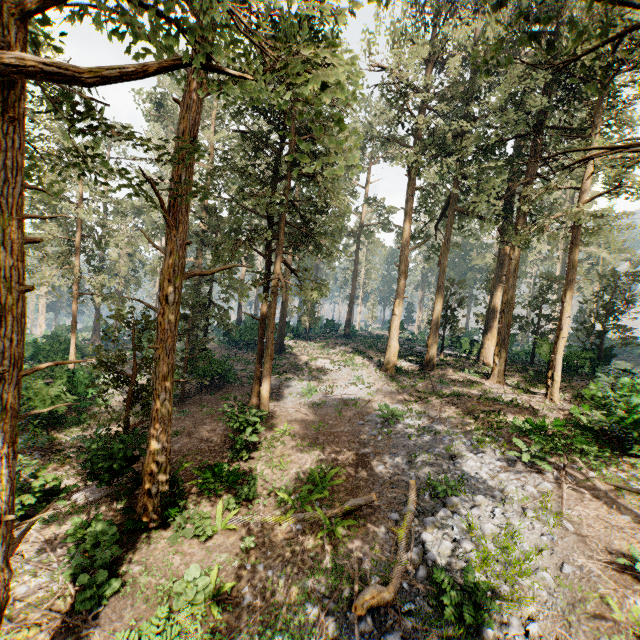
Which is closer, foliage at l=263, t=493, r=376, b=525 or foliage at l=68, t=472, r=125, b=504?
foliage at l=263, t=493, r=376, b=525

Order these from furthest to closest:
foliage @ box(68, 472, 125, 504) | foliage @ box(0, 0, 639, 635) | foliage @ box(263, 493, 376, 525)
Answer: foliage @ box(68, 472, 125, 504), foliage @ box(263, 493, 376, 525), foliage @ box(0, 0, 639, 635)

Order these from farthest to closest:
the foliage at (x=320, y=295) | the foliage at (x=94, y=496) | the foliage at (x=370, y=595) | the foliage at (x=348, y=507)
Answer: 1. the foliage at (x=94, y=496)
2. the foliage at (x=348, y=507)
3. the foliage at (x=370, y=595)
4. the foliage at (x=320, y=295)

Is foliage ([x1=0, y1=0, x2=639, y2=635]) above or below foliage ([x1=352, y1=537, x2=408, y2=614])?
above

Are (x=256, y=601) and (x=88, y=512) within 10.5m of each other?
yes

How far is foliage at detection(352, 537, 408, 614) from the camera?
7.33m

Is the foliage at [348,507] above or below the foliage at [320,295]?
below
